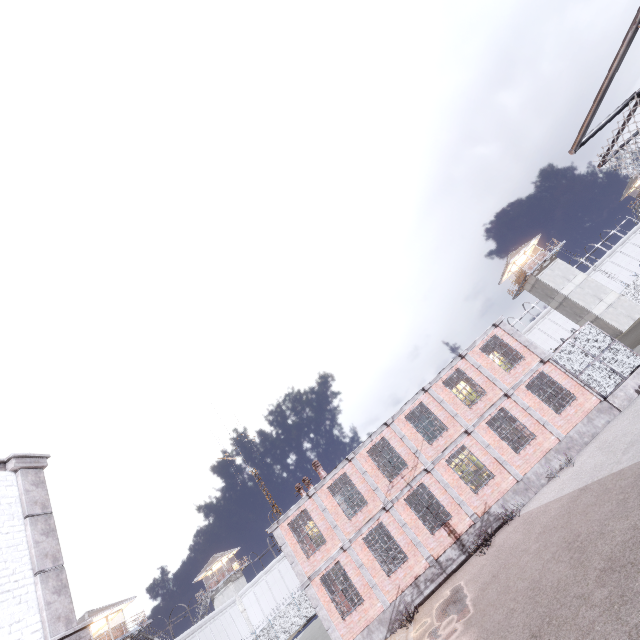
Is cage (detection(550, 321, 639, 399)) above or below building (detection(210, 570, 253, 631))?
below

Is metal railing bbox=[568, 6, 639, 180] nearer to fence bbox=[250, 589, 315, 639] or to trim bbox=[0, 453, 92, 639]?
fence bbox=[250, 589, 315, 639]

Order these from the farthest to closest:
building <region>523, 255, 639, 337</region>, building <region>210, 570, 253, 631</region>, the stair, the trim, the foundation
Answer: building <region>210, 570, 253, 631</region> < building <region>523, 255, 639, 337</region> < the stair < the foundation < the trim

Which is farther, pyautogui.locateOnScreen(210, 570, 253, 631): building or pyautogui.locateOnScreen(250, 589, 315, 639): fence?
pyautogui.locateOnScreen(210, 570, 253, 631): building

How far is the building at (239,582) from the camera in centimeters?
4891cm

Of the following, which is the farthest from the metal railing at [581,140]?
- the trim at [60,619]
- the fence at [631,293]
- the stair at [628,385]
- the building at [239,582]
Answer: the building at [239,582]

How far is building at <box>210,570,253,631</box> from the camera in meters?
48.9

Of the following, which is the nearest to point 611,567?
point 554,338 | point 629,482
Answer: point 629,482
